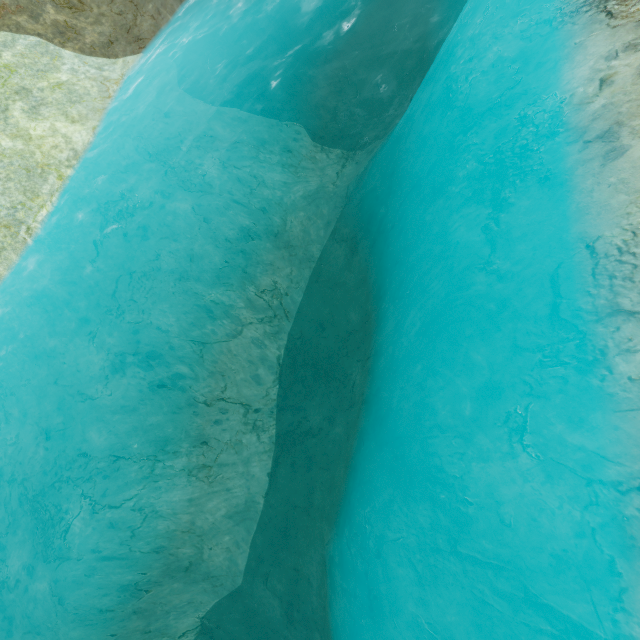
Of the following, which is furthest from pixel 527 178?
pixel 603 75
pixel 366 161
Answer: pixel 366 161
